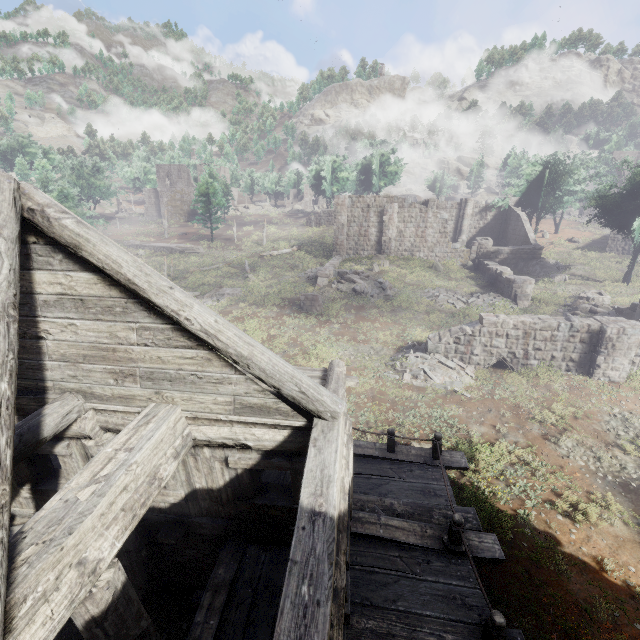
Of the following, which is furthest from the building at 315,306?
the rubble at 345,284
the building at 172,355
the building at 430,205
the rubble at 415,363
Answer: the building at 172,355

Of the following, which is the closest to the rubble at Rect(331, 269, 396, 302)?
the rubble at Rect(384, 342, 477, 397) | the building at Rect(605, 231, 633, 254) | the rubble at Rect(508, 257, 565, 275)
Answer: the rubble at Rect(384, 342, 477, 397)

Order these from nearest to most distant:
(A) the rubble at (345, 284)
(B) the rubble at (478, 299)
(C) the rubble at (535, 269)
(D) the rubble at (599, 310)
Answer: (D) the rubble at (599, 310) → (B) the rubble at (478, 299) → (A) the rubble at (345, 284) → (C) the rubble at (535, 269)

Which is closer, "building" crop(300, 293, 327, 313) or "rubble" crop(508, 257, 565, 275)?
"building" crop(300, 293, 327, 313)

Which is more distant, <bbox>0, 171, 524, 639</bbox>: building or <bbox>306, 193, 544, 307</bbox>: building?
<bbox>306, 193, 544, 307</bbox>: building

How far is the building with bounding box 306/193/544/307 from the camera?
26.63m

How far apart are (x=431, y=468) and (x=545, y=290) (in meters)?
24.22

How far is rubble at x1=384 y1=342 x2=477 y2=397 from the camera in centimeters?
1406cm
